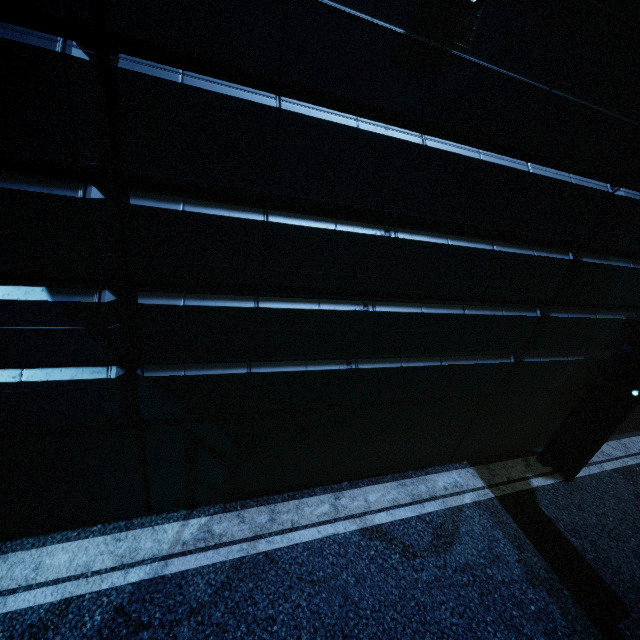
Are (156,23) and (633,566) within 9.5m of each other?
no
